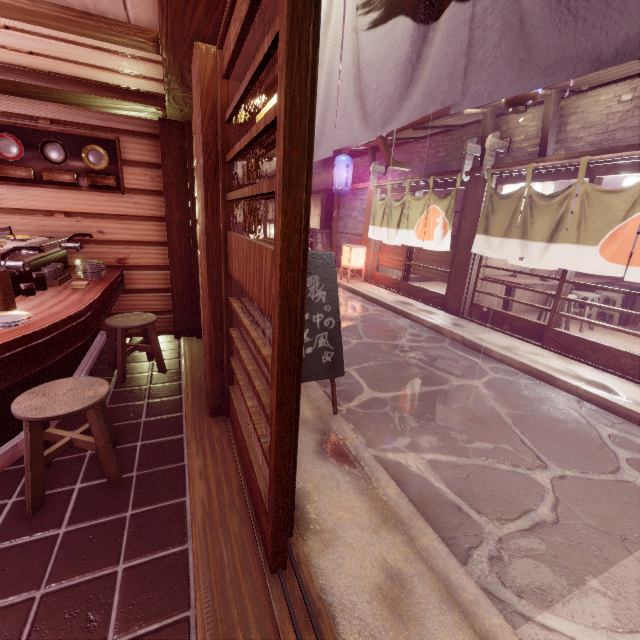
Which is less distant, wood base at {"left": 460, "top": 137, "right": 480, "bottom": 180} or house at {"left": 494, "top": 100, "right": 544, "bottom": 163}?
house at {"left": 494, "top": 100, "right": 544, "bottom": 163}

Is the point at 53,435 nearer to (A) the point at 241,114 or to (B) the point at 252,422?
(B) the point at 252,422

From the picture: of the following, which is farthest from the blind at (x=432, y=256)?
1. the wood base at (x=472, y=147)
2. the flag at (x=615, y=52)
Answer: the flag at (x=615, y=52)

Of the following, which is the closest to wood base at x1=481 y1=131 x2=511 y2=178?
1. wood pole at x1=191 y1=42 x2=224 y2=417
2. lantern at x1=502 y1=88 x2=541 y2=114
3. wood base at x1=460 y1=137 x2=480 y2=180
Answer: wood base at x1=460 y1=137 x2=480 y2=180

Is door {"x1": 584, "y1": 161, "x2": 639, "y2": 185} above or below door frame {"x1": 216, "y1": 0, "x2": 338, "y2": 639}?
above

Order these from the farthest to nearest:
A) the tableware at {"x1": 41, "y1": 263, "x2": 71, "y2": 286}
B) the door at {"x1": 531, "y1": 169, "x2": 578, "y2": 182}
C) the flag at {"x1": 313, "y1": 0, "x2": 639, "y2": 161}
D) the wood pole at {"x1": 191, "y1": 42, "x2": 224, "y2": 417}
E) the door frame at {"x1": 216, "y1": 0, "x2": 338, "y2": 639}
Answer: the door at {"x1": 531, "y1": 169, "x2": 578, "y2": 182}, the tableware at {"x1": 41, "y1": 263, "x2": 71, "y2": 286}, the wood pole at {"x1": 191, "y1": 42, "x2": 224, "y2": 417}, the door frame at {"x1": 216, "y1": 0, "x2": 338, "y2": 639}, the flag at {"x1": 313, "y1": 0, "x2": 639, "y2": 161}

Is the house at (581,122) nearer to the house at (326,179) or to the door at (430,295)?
the house at (326,179)

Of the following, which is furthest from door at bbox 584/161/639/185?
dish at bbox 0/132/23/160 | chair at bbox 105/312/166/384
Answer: dish at bbox 0/132/23/160
